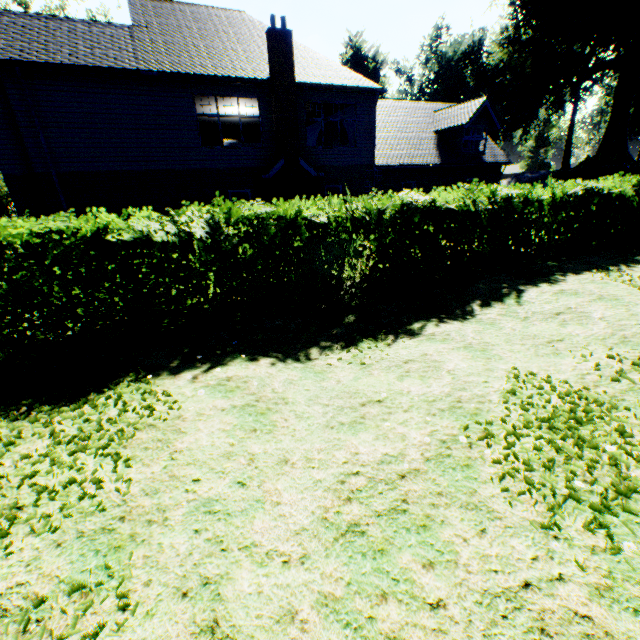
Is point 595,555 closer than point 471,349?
Yes

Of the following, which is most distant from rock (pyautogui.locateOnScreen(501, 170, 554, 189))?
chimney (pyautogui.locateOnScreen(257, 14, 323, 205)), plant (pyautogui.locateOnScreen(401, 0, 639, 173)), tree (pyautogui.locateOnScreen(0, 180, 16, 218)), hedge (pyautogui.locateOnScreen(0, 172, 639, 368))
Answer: tree (pyautogui.locateOnScreen(0, 180, 16, 218))

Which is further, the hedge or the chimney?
the chimney

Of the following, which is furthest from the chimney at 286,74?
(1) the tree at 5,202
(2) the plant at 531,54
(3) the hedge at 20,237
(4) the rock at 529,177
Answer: (4) the rock at 529,177

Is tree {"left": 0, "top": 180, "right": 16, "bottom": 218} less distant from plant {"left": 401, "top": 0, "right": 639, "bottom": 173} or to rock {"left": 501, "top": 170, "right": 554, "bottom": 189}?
plant {"left": 401, "top": 0, "right": 639, "bottom": 173}

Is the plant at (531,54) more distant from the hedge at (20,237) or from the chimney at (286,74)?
the chimney at (286,74)

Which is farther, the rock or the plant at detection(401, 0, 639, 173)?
the plant at detection(401, 0, 639, 173)

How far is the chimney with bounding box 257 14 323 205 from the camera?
13.53m
